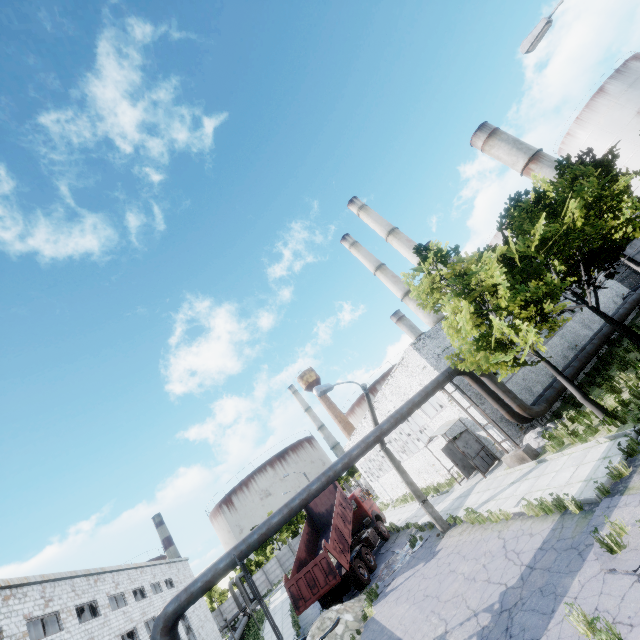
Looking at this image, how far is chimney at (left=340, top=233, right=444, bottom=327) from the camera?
45.31m

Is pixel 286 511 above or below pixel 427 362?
below

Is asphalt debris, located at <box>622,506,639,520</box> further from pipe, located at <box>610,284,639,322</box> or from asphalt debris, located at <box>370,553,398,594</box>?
asphalt debris, located at <box>370,553,398,594</box>

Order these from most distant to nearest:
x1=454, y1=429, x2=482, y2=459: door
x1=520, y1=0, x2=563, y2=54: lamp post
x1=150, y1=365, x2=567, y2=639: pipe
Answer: x1=454, y1=429, x2=482, y2=459: door
x1=150, y1=365, x2=567, y2=639: pipe
x1=520, y1=0, x2=563, y2=54: lamp post

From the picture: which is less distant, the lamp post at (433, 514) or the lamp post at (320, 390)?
the lamp post at (320, 390)

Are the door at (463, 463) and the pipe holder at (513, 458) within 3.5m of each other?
no

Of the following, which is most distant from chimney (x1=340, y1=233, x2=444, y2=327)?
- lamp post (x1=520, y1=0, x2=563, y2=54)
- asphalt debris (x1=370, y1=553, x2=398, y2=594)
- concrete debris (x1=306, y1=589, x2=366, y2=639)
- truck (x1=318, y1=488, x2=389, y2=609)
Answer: lamp post (x1=520, y1=0, x2=563, y2=54)

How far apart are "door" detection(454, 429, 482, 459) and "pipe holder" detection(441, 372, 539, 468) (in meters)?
2.70
